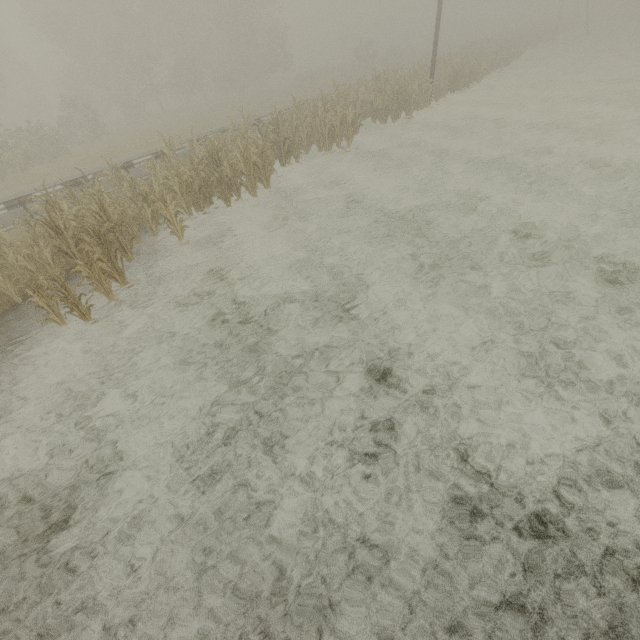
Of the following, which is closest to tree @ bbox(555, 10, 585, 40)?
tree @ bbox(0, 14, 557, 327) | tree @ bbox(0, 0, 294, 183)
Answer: tree @ bbox(0, 0, 294, 183)

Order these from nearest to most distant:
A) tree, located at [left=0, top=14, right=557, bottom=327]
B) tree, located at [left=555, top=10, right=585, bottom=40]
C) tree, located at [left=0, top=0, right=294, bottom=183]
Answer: tree, located at [left=0, top=14, right=557, bottom=327]
tree, located at [left=0, top=0, right=294, bottom=183]
tree, located at [left=555, top=10, right=585, bottom=40]

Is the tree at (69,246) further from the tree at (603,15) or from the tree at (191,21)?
the tree at (603,15)

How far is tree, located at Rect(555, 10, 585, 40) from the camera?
48.0m

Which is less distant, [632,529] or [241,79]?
[632,529]

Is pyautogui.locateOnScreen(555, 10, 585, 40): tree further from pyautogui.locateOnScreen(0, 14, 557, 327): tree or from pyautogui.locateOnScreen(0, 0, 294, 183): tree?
pyautogui.locateOnScreen(0, 14, 557, 327): tree

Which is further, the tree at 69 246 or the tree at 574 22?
the tree at 574 22
